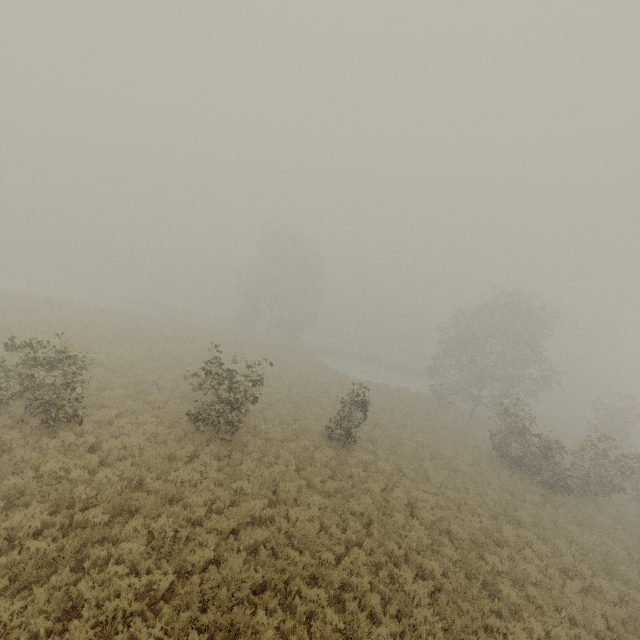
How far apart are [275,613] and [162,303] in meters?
58.3 m

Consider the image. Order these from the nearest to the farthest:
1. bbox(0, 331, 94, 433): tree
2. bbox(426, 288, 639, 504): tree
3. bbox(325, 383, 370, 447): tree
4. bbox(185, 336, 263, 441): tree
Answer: bbox(0, 331, 94, 433): tree → bbox(185, 336, 263, 441): tree → bbox(325, 383, 370, 447): tree → bbox(426, 288, 639, 504): tree

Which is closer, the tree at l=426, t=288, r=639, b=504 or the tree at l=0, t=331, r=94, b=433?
the tree at l=0, t=331, r=94, b=433

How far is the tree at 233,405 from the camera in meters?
12.5

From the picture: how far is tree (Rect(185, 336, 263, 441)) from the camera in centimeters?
1248cm
